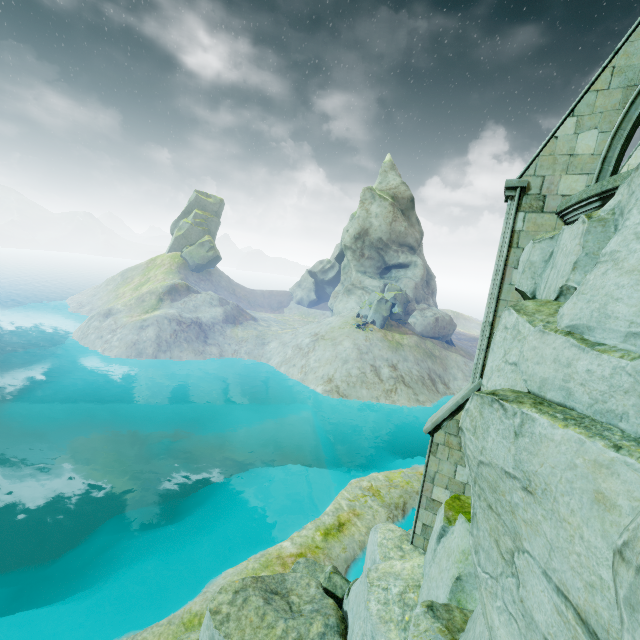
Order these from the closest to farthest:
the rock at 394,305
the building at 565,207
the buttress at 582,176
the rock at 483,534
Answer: the rock at 483,534
the building at 565,207
the buttress at 582,176
the rock at 394,305

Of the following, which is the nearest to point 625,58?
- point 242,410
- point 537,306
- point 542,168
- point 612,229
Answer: point 542,168

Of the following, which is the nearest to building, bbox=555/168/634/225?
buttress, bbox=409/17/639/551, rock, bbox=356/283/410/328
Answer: buttress, bbox=409/17/639/551

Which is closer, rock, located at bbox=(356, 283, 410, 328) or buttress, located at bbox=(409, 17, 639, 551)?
buttress, located at bbox=(409, 17, 639, 551)

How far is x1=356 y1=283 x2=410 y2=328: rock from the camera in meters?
42.1 m

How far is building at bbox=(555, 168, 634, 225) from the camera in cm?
498

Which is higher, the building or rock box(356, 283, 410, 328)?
the building

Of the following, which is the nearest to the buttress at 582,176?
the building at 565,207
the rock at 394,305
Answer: the building at 565,207
